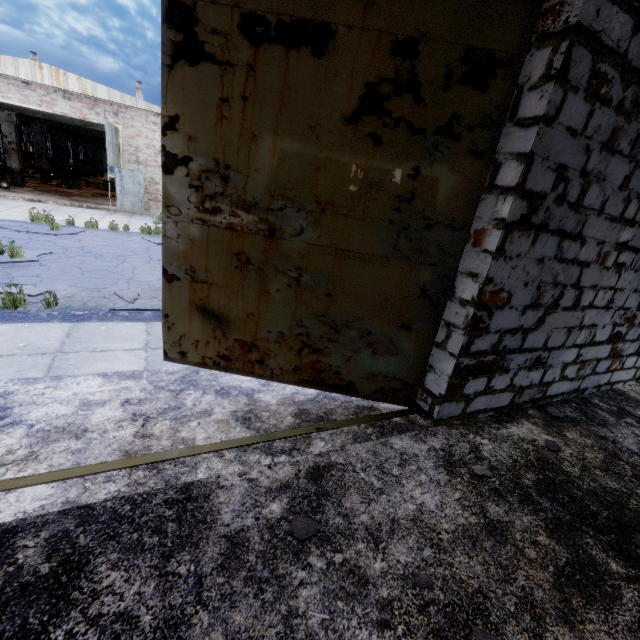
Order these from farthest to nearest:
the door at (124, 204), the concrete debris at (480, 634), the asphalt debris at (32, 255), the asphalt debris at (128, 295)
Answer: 1. the door at (124, 204)
2. the asphalt debris at (32, 255)
3. the asphalt debris at (128, 295)
4. the concrete debris at (480, 634)

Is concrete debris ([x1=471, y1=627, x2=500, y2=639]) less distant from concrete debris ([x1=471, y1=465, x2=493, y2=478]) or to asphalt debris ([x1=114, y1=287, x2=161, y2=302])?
concrete debris ([x1=471, y1=465, x2=493, y2=478])

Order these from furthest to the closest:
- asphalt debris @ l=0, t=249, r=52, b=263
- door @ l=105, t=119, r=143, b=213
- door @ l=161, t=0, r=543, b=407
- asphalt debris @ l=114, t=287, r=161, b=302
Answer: door @ l=105, t=119, r=143, b=213 < asphalt debris @ l=0, t=249, r=52, b=263 < asphalt debris @ l=114, t=287, r=161, b=302 < door @ l=161, t=0, r=543, b=407

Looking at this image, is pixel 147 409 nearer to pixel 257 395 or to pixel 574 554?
pixel 257 395

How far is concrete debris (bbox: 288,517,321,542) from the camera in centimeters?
193cm

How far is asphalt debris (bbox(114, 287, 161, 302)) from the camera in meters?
6.1

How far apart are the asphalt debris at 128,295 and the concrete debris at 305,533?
4.5 meters

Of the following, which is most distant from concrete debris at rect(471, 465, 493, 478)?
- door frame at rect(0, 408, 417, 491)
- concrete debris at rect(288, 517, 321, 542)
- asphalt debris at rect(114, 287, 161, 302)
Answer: asphalt debris at rect(114, 287, 161, 302)
